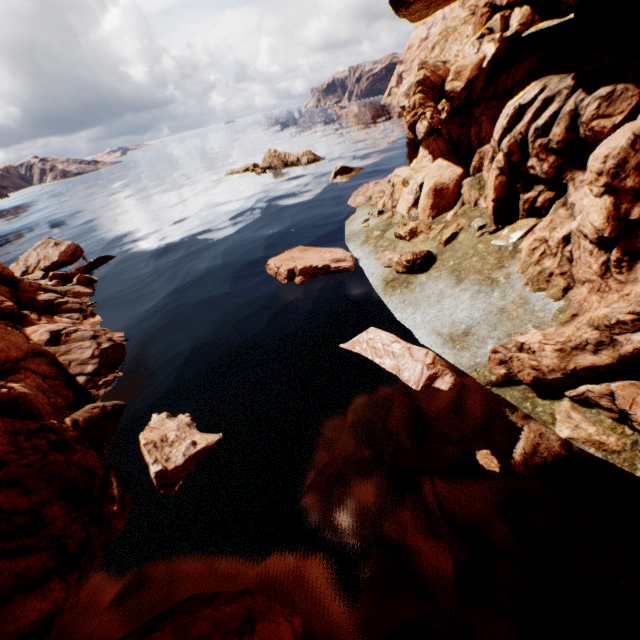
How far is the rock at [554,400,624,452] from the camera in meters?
7.0 m

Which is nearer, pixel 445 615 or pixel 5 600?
pixel 445 615

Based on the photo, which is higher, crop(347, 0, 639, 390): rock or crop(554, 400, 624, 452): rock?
crop(347, 0, 639, 390): rock

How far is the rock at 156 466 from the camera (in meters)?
8.57

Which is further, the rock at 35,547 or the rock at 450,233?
the rock at 450,233

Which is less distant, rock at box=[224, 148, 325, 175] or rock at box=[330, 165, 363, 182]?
rock at box=[330, 165, 363, 182]

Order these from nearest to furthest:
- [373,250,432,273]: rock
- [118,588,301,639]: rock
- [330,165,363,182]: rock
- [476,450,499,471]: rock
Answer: [118,588,301,639]: rock
[476,450,499,471]: rock
[373,250,432,273]: rock
[330,165,363,182]: rock
